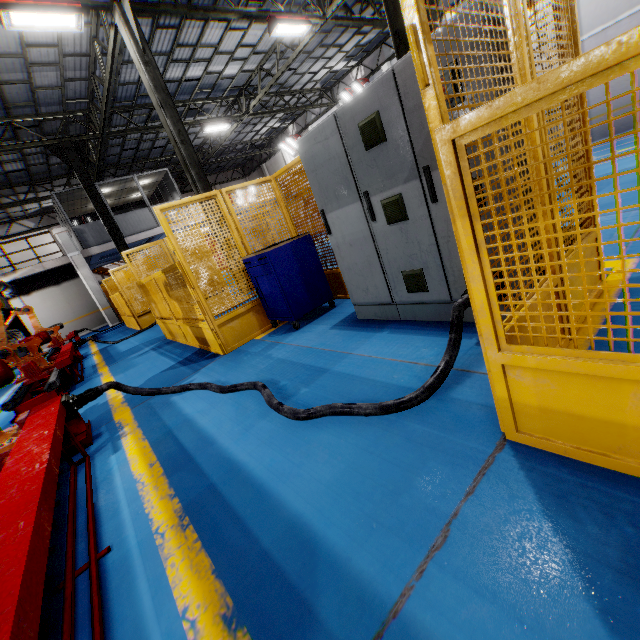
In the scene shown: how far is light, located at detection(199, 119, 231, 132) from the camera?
17.0m

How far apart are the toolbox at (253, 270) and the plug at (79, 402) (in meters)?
2.35

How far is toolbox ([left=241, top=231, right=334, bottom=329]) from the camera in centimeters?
445cm

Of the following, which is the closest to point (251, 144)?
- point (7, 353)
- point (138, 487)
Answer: point (7, 353)

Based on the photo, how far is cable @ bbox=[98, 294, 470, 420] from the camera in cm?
215

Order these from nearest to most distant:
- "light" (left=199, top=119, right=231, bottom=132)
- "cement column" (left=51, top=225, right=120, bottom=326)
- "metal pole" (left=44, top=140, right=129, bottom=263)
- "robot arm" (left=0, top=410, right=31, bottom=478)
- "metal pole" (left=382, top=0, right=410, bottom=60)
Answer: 1. "robot arm" (left=0, top=410, right=31, bottom=478)
2. "metal pole" (left=382, top=0, right=410, bottom=60)
3. "metal pole" (left=44, top=140, right=129, bottom=263)
4. "cement column" (left=51, top=225, right=120, bottom=326)
5. "light" (left=199, top=119, right=231, bottom=132)

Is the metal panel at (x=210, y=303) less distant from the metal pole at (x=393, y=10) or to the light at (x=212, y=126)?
the metal pole at (x=393, y=10)

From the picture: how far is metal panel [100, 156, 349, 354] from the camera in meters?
4.6
